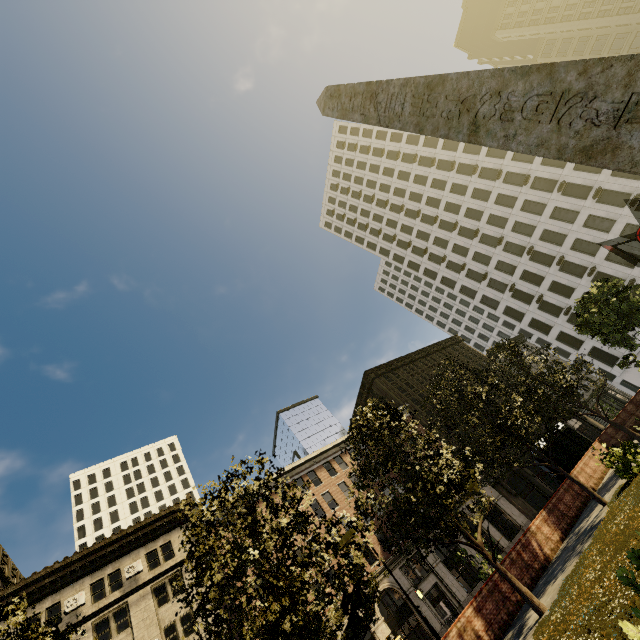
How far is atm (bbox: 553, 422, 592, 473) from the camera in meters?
18.9 m

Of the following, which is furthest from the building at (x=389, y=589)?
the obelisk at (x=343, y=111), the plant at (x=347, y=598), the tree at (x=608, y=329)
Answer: the obelisk at (x=343, y=111)

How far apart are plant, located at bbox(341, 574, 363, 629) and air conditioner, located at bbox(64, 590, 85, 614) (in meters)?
29.51

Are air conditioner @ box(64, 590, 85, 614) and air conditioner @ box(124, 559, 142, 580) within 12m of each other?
yes

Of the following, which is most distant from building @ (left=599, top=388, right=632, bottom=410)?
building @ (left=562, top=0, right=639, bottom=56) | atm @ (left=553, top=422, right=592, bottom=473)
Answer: building @ (left=562, top=0, right=639, bottom=56)

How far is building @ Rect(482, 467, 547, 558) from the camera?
34.1m

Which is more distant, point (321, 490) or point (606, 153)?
point (321, 490)

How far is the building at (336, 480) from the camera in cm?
3425
